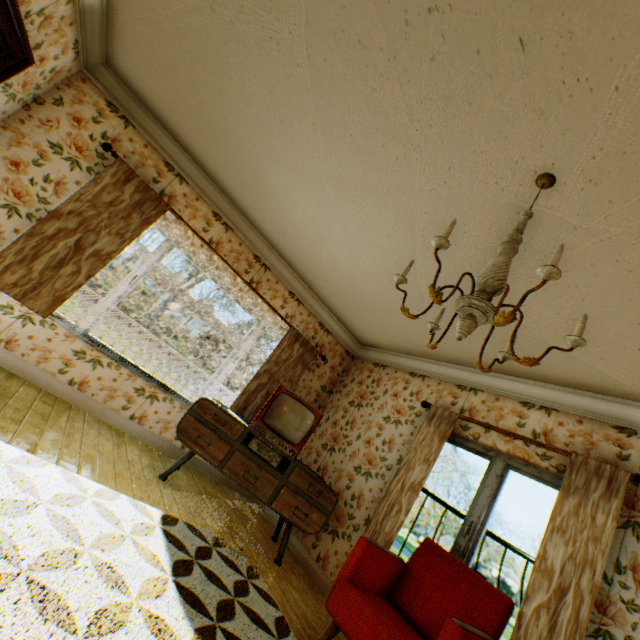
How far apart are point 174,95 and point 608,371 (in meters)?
5.00

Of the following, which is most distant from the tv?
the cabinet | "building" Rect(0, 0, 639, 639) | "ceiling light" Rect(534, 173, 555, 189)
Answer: "ceiling light" Rect(534, 173, 555, 189)

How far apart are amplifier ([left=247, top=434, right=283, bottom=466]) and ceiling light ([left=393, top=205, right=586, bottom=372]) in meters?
2.7

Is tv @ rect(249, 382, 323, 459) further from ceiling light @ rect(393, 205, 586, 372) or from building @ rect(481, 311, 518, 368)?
ceiling light @ rect(393, 205, 586, 372)

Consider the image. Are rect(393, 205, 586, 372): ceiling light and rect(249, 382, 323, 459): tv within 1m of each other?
no

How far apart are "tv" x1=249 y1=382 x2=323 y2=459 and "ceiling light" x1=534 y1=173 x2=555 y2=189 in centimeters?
321cm

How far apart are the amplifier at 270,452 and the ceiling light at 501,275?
2.7m

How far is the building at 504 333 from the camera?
3.2 meters
